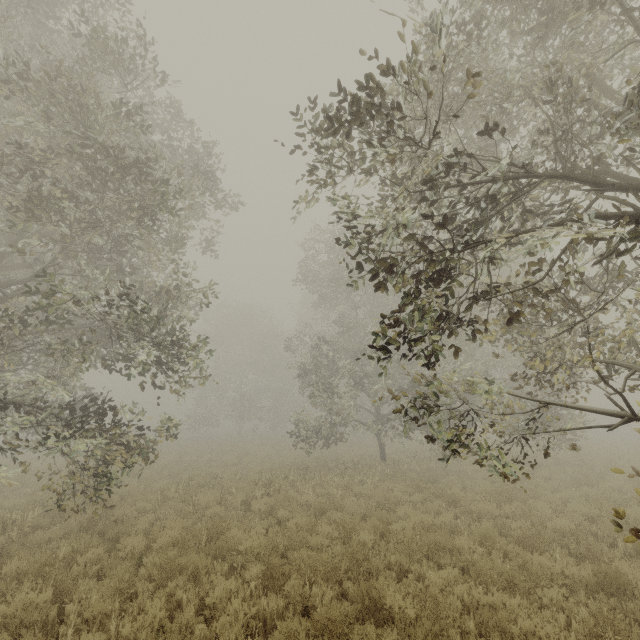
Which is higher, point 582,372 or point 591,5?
point 591,5

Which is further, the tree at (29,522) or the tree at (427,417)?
the tree at (29,522)

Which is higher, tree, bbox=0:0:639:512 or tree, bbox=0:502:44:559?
tree, bbox=0:0:639:512

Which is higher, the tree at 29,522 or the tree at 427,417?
the tree at 427,417

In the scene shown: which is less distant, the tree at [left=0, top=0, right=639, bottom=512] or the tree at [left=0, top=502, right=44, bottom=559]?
the tree at [left=0, top=0, right=639, bottom=512]
